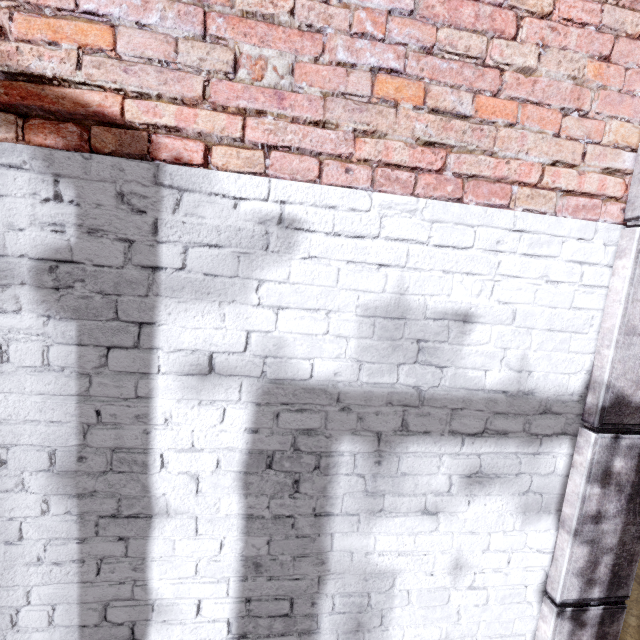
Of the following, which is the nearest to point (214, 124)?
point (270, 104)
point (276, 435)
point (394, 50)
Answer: point (270, 104)
